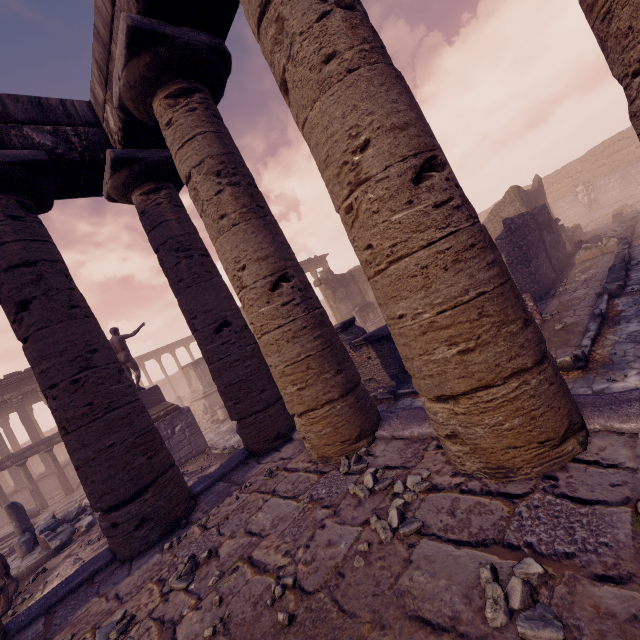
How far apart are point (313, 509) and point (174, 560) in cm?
174

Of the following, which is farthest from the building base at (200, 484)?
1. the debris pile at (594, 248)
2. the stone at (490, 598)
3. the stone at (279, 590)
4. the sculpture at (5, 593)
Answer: the debris pile at (594, 248)

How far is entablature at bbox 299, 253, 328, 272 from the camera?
29.2m

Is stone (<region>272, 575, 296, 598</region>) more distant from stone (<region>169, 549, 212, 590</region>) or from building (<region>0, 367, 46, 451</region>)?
building (<region>0, 367, 46, 451</region>)

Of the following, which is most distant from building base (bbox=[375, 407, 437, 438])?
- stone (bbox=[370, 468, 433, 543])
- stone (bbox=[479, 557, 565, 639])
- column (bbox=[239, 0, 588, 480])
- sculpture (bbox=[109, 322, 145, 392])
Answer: sculpture (bbox=[109, 322, 145, 392])

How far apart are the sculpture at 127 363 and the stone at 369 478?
11.58m

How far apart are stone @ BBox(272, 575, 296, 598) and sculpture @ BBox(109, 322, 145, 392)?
11.8 meters

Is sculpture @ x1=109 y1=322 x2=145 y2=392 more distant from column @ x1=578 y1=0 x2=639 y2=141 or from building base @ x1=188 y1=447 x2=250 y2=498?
column @ x1=578 y1=0 x2=639 y2=141
